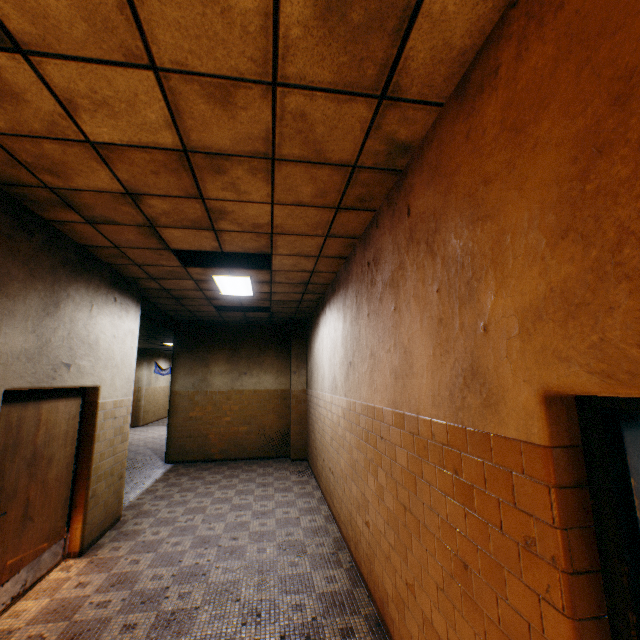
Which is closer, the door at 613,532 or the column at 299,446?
the door at 613,532

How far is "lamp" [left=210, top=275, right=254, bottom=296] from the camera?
5.5m

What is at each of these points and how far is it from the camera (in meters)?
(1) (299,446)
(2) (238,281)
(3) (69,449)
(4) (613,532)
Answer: (1) column, 9.12
(2) lamp, 5.71
(3) door, 4.22
(4) door, 1.15

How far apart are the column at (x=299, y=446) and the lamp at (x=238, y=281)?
3.12m

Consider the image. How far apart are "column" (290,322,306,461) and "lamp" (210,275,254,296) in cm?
312

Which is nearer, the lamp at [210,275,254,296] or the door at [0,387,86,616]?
the door at [0,387,86,616]

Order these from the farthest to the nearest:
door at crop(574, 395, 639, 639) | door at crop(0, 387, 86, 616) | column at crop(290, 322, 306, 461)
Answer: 1. column at crop(290, 322, 306, 461)
2. door at crop(0, 387, 86, 616)
3. door at crop(574, 395, 639, 639)

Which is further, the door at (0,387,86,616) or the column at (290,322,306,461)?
the column at (290,322,306,461)
